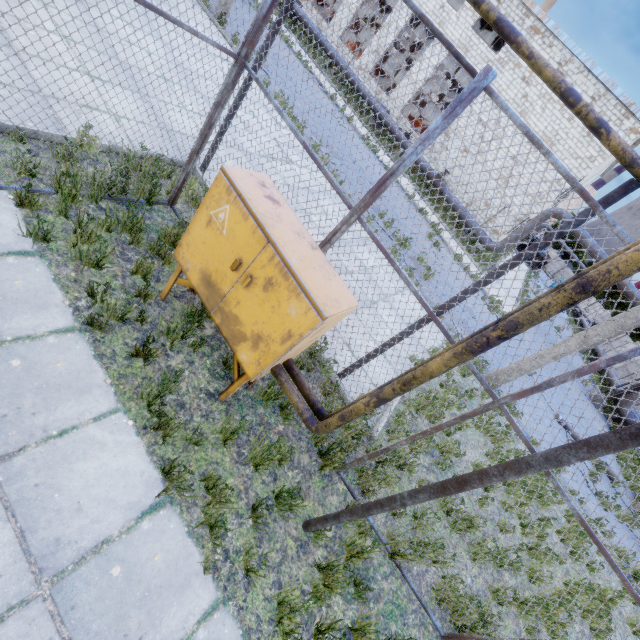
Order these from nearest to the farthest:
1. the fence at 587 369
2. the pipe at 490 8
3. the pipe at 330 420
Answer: the pipe at 330 420 → the fence at 587 369 → the pipe at 490 8

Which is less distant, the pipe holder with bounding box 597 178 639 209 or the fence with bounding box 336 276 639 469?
the fence with bounding box 336 276 639 469

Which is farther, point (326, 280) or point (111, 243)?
point (111, 243)

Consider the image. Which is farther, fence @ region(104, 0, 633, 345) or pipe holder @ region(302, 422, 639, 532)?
fence @ region(104, 0, 633, 345)

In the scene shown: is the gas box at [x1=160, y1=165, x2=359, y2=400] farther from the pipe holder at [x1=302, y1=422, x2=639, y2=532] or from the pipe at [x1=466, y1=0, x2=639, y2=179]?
the pipe holder at [x1=302, y1=422, x2=639, y2=532]

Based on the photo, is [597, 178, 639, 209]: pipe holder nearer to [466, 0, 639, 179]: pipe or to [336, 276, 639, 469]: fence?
[466, 0, 639, 179]: pipe

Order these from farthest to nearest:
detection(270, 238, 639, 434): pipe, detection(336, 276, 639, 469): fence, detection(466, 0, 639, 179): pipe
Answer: detection(466, 0, 639, 179): pipe → detection(336, 276, 639, 469): fence → detection(270, 238, 639, 434): pipe

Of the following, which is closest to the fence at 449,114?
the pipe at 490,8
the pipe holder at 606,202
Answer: the pipe at 490,8
